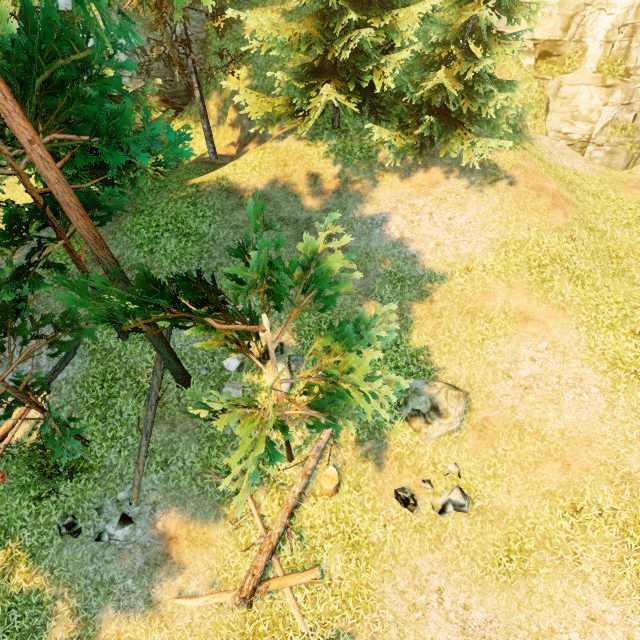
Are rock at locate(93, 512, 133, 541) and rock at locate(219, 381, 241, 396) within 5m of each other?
yes

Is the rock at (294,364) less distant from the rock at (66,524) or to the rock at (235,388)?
the rock at (235,388)

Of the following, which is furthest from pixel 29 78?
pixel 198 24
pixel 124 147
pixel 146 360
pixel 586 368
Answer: pixel 198 24

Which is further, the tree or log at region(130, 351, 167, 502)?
log at region(130, 351, 167, 502)

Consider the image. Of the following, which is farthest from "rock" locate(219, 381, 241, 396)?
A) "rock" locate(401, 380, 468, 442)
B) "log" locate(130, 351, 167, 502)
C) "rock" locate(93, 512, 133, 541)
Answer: "rock" locate(401, 380, 468, 442)

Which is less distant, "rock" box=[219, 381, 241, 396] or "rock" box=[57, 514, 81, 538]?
"rock" box=[57, 514, 81, 538]

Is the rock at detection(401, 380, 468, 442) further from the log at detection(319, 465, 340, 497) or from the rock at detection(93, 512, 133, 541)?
the rock at detection(93, 512, 133, 541)

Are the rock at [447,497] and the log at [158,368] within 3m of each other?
no
